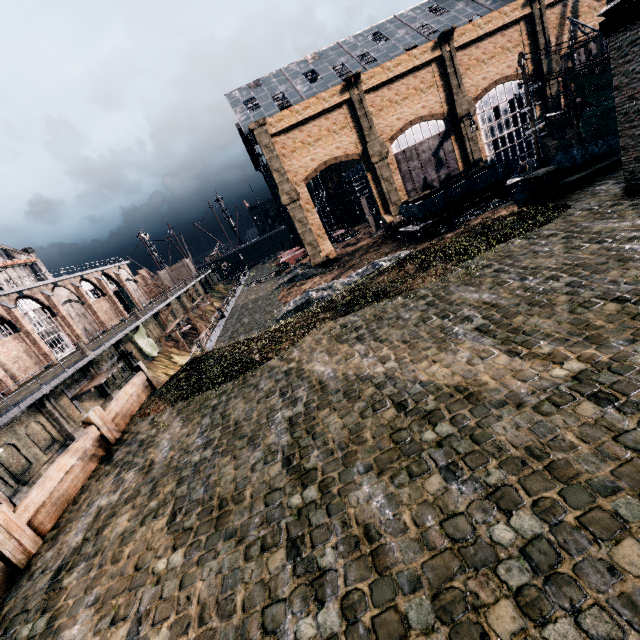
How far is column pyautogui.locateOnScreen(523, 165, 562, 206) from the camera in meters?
17.2 m

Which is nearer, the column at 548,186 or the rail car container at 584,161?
the column at 548,186

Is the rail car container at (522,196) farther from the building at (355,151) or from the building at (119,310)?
the building at (119,310)

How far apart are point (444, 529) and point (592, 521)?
1.9m

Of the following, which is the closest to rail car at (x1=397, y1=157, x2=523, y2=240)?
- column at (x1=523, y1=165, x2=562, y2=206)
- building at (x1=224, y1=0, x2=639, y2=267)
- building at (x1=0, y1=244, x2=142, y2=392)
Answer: building at (x1=224, y1=0, x2=639, y2=267)

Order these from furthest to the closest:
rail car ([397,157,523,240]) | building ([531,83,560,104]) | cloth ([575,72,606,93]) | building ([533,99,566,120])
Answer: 1. building ([533,99,566,120])
2. building ([531,83,560,104])
3. rail car ([397,157,523,240])
4. cloth ([575,72,606,93])

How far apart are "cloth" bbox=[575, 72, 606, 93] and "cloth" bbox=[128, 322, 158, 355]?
51.32m

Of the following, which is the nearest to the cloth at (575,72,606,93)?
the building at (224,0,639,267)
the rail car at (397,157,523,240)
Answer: the rail car at (397,157,523,240)
